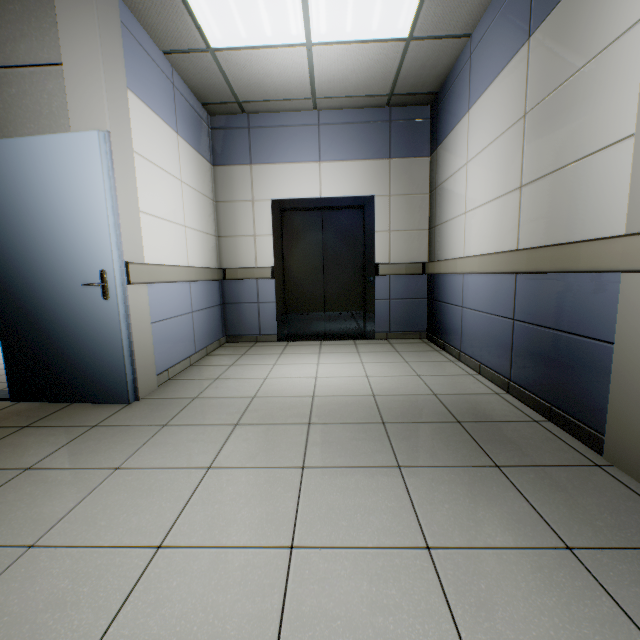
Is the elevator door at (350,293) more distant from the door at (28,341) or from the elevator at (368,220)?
the door at (28,341)

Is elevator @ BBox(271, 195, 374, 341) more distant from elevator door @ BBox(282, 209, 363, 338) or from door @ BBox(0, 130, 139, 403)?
door @ BBox(0, 130, 139, 403)

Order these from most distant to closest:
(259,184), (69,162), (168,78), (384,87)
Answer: (259,184)
(384,87)
(168,78)
(69,162)

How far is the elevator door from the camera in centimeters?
481cm

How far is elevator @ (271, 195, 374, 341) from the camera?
4.62m

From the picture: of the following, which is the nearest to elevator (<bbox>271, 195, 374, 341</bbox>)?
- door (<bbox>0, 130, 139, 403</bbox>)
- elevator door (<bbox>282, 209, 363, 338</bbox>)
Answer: elevator door (<bbox>282, 209, 363, 338</bbox>)

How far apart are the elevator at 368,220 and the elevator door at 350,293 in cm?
1
